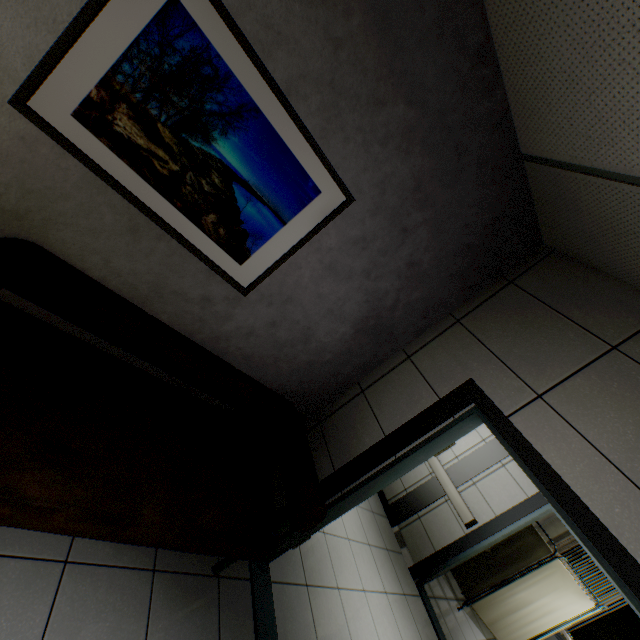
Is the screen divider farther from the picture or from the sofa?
the picture

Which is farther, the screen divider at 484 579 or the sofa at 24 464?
the screen divider at 484 579

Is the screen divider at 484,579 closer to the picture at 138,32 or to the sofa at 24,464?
the sofa at 24,464

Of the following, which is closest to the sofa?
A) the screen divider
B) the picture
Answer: the picture

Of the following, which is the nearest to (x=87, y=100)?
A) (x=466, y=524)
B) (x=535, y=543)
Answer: (x=466, y=524)
